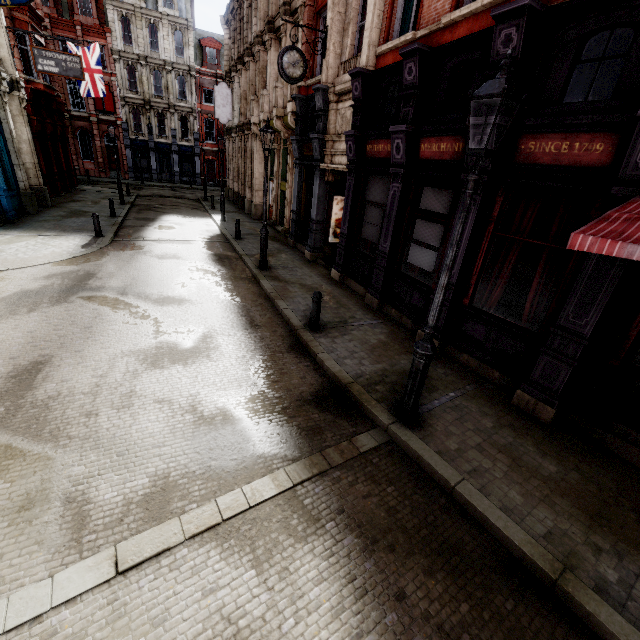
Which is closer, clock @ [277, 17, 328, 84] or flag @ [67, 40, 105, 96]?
clock @ [277, 17, 328, 84]

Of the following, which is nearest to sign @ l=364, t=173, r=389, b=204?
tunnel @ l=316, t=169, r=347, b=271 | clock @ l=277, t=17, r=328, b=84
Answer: tunnel @ l=316, t=169, r=347, b=271

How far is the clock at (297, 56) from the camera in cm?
1044

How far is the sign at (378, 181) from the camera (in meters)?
9.22

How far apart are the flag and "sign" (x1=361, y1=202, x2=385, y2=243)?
23.56m

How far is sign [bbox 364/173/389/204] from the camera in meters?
9.2 m

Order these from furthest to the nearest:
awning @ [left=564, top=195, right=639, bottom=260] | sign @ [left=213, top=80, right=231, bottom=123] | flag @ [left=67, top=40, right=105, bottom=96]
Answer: sign @ [left=213, top=80, right=231, bottom=123]
flag @ [left=67, top=40, right=105, bottom=96]
awning @ [left=564, top=195, right=639, bottom=260]

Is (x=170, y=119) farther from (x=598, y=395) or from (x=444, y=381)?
(x=598, y=395)
